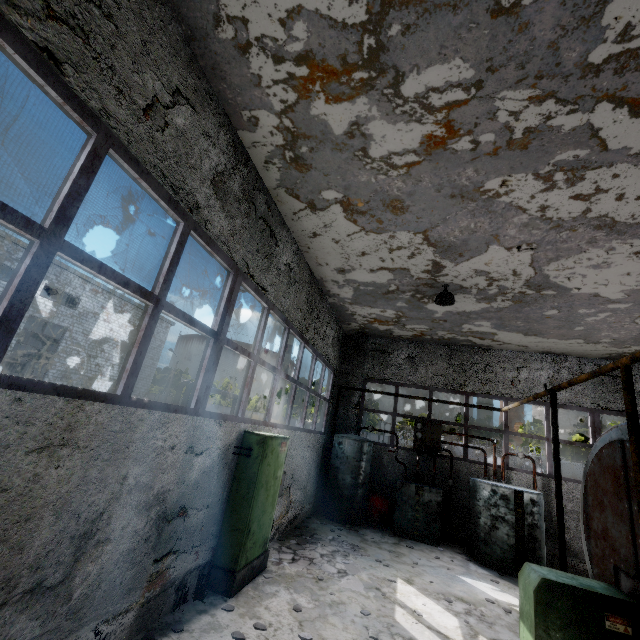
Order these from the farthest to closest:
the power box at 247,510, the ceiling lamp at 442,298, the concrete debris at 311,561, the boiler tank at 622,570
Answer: the ceiling lamp at 442,298 < the concrete debris at 311,561 < the power box at 247,510 < the boiler tank at 622,570

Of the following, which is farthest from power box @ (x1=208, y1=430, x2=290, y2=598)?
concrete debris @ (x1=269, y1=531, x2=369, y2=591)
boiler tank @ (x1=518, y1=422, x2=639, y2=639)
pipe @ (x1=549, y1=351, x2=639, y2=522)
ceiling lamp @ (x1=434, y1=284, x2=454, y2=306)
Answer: Result: pipe @ (x1=549, y1=351, x2=639, y2=522)

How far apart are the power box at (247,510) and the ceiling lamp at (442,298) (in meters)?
4.97

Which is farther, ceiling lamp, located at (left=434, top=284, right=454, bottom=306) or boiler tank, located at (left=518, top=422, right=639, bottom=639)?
ceiling lamp, located at (left=434, top=284, right=454, bottom=306)

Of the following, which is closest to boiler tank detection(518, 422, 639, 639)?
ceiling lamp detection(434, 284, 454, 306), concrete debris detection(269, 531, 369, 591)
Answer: concrete debris detection(269, 531, 369, 591)

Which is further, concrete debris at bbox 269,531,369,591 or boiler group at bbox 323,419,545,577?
boiler group at bbox 323,419,545,577

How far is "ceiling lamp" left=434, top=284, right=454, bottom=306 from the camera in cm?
A: 815

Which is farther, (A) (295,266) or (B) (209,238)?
(A) (295,266)
